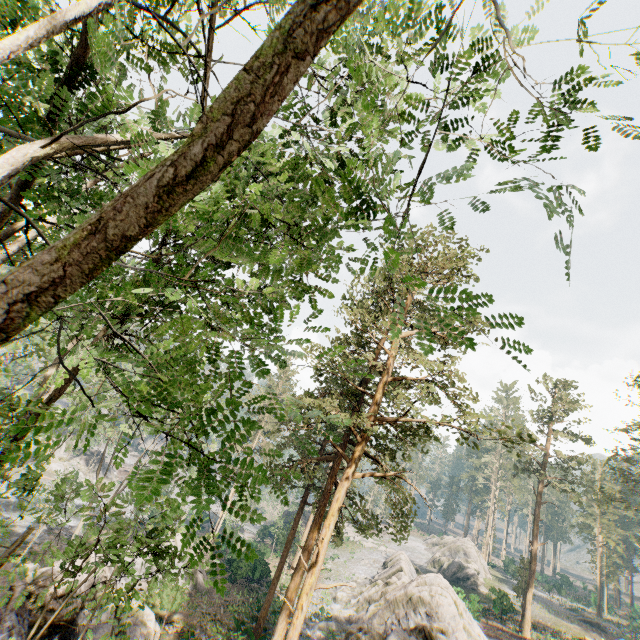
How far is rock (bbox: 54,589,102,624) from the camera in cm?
1566

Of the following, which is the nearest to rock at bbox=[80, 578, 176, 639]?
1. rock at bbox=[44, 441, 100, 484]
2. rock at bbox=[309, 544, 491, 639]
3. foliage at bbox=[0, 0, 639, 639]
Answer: foliage at bbox=[0, 0, 639, 639]

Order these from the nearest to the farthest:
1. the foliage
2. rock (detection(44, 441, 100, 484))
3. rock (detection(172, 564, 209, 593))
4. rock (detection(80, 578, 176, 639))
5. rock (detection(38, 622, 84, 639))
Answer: the foliage
rock (detection(38, 622, 84, 639))
rock (detection(80, 578, 176, 639))
rock (detection(172, 564, 209, 593))
rock (detection(44, 441, 100, 484))

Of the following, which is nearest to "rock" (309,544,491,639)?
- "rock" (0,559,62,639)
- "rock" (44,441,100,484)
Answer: "rock" (0,559,62,639)

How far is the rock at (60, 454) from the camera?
50.6m

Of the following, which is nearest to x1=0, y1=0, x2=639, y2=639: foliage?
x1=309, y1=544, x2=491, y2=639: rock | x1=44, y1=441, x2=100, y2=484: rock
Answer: x1=44, y1=441, x2=100, y2=484: rock

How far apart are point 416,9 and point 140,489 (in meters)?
4.33

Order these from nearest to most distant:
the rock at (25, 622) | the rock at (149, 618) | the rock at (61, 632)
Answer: the rock at (25, 622) < the rock at (61, 632) < the rock at (149, 618)
